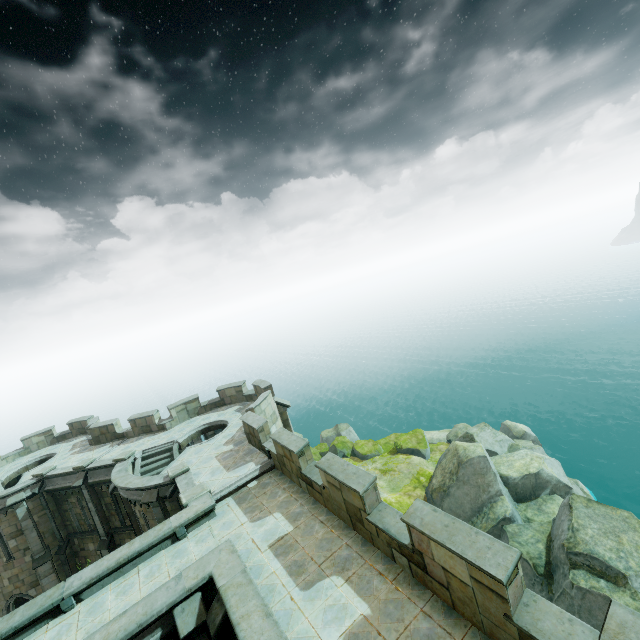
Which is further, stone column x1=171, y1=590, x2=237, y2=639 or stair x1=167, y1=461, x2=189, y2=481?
stair x1=167, y1=461, x2=189, y2=481

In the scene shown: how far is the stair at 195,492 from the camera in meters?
12.8 m

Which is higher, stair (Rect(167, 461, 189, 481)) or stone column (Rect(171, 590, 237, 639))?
stair (Rect(167, 461, 189, 481))

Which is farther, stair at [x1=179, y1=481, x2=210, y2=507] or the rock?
the rock

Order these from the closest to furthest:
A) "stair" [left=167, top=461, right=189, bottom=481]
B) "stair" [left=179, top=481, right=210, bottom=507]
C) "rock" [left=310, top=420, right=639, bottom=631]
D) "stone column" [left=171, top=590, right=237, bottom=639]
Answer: "stone column" [left=171, top=590, right=237, bottom=639] < "stair" [left=179, top=481, right=210, bottom=507] < "rock" [left=310, top=420, right=639, bottom=631] < "stair" [left=167, top=461, right=189, bottom=481]

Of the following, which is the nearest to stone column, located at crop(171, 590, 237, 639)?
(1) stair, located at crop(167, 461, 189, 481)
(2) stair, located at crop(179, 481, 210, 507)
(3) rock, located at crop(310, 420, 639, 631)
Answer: (2) stair, located at crop(179, 481, 210, 507)

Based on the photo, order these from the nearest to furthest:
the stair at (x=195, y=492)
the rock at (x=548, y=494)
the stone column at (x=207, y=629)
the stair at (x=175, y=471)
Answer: the stone column at (x=207, y=629), the stair at (x=195, y=492), the rock at (x=548, y=494), the stair at (x=175, y=471)

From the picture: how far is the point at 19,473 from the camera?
24.88m
